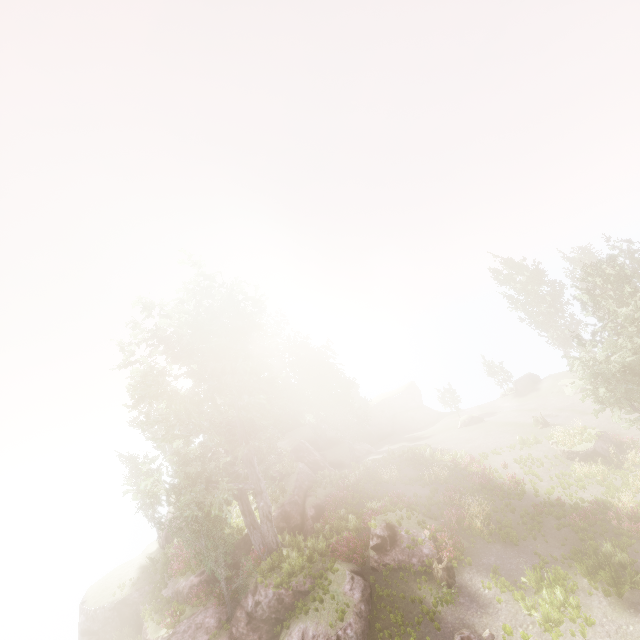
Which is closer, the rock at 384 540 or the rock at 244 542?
the rock at 384 540

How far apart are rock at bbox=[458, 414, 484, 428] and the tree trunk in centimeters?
2433cm

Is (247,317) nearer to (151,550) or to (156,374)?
(156,374)

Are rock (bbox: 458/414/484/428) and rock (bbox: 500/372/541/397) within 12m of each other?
yes

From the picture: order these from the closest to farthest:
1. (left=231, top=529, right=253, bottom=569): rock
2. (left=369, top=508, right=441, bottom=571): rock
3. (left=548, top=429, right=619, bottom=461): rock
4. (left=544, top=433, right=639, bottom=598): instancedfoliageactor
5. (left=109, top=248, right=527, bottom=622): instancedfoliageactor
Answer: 1. (left=544, top=433, right=639, bottom=598): instancedfoliageactor
2. (left=369, top=508, right=441, bottom=571): rock
3. (left=109, top=248, right=527, bottom=622): instancedfoliageactor
4. (left=231, top=529, right=253, bottom=569): rock
5. (left=548, top=429, right=619, bottom=461): rock

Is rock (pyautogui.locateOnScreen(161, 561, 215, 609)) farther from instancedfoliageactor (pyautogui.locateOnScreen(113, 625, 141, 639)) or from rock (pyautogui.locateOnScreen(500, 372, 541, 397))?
rock (pyautogui.locateOnScreen(500, 372, 541, 397))

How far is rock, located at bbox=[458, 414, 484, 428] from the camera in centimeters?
3872cm

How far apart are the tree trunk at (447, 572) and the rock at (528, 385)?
32.2m
